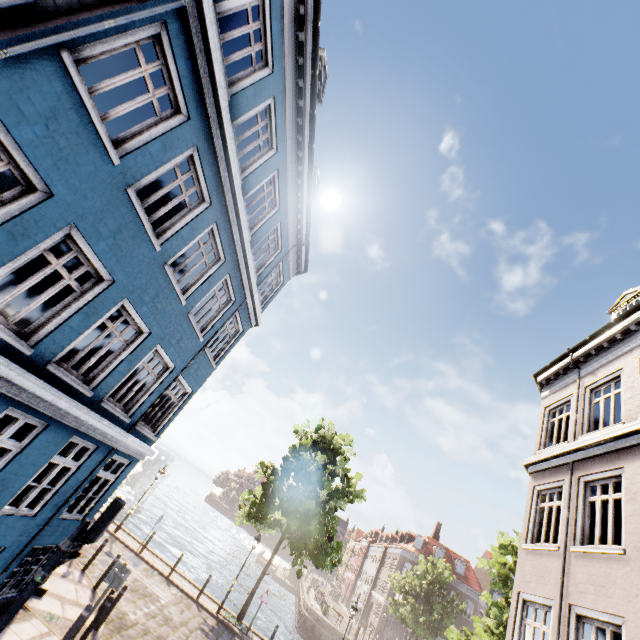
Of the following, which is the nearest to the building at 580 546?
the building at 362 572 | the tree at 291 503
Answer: the tree at 291 503

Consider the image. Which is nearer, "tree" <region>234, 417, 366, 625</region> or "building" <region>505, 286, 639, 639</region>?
"building" <region>505, 286, 639, 639</region>

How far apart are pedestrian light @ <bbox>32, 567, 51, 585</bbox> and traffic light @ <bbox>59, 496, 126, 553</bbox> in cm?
6

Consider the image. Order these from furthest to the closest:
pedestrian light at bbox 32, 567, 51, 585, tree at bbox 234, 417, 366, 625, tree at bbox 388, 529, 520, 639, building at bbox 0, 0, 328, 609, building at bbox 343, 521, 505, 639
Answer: building at bbox 343, 521, 505, 639
tree at bbox 234, 417, 366, 625
tree at bbox 388, 529, 520, 639
pedestrian light at bbox 32, 567, 51, 585
building at bbox 0, 0, 328, 609

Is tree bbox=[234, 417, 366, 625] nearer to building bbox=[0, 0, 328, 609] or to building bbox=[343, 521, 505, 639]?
building bbox=[343, 521, 505, 639]

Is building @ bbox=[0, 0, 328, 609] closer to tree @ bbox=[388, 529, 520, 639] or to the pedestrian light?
the pedestrian light

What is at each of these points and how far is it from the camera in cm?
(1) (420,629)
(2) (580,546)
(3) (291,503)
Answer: (1) tree, 3094
(2) building, 760
(3) tree, 1742
